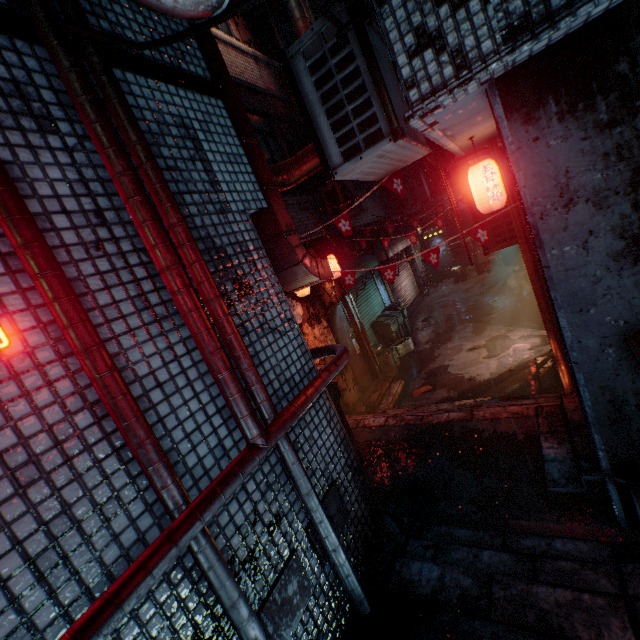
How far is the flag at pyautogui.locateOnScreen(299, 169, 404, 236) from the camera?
3.33m

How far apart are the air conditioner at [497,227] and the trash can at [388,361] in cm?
336

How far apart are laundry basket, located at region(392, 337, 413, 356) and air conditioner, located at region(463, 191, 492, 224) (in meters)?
4.05

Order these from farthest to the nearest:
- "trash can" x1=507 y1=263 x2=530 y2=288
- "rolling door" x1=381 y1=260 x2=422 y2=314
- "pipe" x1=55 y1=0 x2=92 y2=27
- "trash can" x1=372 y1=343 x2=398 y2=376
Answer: "rolling door" x1=381 y1=260 x2=422 y2=314 < "trash can" x1=507 y1=263 x2=530 y2=288 < "trash can" x1=372 y1=343 x2=398 y2=376 < "pipe" x1=55 y1=0 x2=92 y2=27

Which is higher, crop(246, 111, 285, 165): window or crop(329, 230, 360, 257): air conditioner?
crop(246, 111, 285, 165): window

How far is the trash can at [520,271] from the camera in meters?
10.0

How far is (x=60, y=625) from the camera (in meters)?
1.00

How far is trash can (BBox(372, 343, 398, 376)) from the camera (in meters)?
7.93
